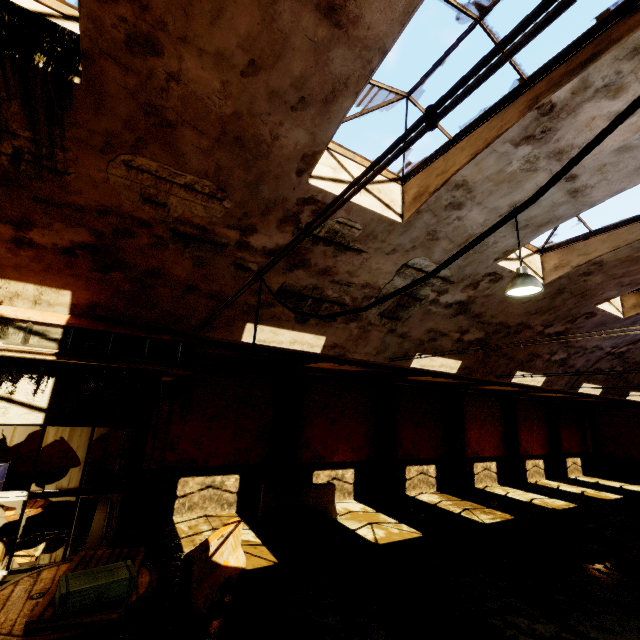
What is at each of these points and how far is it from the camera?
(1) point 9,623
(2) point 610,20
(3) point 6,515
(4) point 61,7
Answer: (1) cable drum, 3.55m
(2) window frame, 3.55m
(3) cable drum, 6.46m
(4) window frame, 3.76m

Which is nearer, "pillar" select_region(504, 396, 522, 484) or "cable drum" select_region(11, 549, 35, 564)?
"cable drum" select_region(11, 549, 35, 564)

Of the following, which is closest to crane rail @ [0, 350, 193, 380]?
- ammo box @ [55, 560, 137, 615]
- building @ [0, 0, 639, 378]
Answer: building @ [0, 0, 639, 378]

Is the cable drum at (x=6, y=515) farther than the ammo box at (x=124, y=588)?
Yes

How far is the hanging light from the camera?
5.2m

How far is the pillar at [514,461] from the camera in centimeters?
1872cm

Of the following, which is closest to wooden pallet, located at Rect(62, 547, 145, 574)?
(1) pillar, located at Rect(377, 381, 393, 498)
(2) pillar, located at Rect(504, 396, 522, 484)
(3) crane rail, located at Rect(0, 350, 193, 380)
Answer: (3) crane rail, located at Rect(0, 350, 193, 380)

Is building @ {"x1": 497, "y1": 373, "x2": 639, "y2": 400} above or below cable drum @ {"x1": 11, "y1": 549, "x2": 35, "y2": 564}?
above
